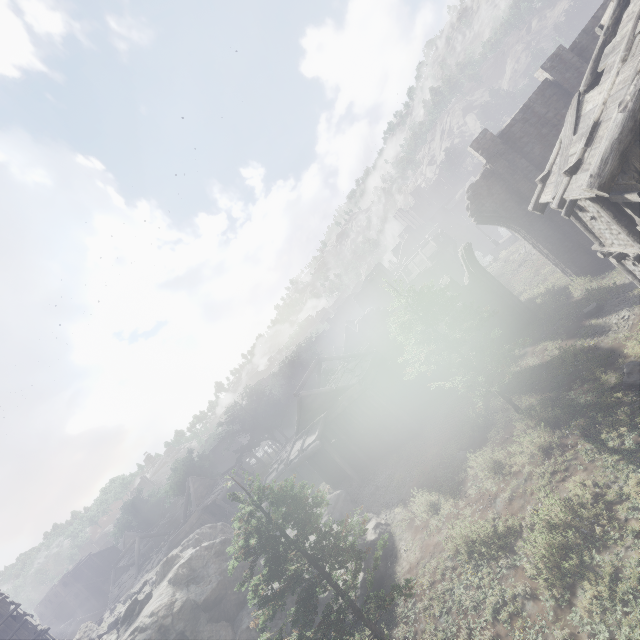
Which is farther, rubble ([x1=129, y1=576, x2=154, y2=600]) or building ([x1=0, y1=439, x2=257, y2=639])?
building ([x1=0, y1=439, x2=257, y2=639])

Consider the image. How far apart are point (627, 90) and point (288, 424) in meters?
56.3

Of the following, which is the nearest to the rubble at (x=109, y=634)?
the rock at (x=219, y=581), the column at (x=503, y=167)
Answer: the rock at (x=219, y=581)

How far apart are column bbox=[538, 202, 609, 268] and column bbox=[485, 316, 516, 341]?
5.1 meters

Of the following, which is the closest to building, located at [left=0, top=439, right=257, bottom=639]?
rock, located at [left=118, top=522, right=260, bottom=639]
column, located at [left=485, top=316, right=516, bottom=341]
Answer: rock, located at [left=118, top=522, right=260, bottom=639]

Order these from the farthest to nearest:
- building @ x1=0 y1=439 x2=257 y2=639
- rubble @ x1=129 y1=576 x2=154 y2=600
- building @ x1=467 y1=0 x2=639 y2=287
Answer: building @ x1=0 y1=439 x2=257 y2=639, rubble @ x1=129 y1=576 x2=154 y2=600, building @ x1=467 y1=0 x2=639 y2=287

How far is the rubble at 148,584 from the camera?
16.7 meters

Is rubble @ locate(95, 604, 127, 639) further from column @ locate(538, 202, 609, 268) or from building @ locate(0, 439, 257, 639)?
column @ locate(538, 202, 609, 268)
